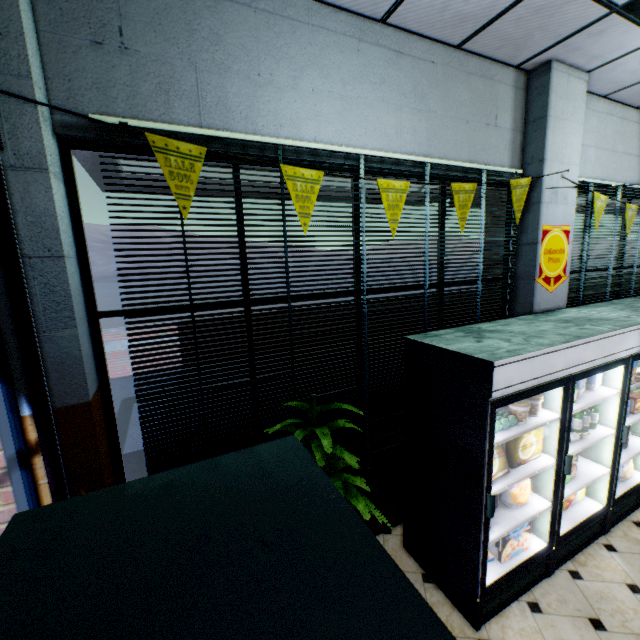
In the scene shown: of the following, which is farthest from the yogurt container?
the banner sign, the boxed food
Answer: the banner sign

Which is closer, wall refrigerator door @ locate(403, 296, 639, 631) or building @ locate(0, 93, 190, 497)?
building @ locate(0, 93, 190, 497)

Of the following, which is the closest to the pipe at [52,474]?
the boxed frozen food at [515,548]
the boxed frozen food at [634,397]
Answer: the boxed frozen food at [515,548]

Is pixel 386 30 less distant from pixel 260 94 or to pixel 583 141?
pixel 260 94

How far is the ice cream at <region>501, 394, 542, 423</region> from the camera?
2.64m

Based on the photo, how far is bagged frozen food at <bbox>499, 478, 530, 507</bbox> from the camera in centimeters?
291cm

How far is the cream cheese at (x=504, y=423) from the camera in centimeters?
258cm

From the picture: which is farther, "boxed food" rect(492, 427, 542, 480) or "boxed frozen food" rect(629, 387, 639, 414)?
"boxed frozen food" rect(629, 387, 639, 414)
